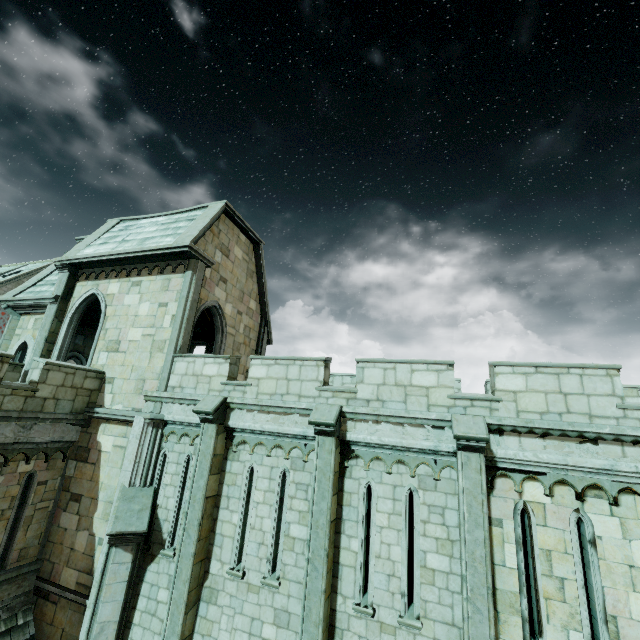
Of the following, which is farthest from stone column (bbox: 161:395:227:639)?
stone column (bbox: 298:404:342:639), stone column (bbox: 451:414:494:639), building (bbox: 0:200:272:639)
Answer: stone column (bbox: 451:414:494:639)

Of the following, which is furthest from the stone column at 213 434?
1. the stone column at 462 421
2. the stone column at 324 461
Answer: the stone column at 462 421

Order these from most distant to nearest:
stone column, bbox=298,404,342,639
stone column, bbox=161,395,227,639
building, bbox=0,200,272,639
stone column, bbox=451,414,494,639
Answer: building, bbox=0,200,272,639, stone column, bbox=161,395,227,639, stone column, bbox=298,404,342,639, stone column, bbox=451,414,494,639

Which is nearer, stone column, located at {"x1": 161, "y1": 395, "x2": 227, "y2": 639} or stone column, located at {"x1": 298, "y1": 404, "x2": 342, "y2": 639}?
stone column, located at {"x1": 298, "y1": 404, "x2": 342, "y2": 639}

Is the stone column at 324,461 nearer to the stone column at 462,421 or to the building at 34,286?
the stone column at 462,421

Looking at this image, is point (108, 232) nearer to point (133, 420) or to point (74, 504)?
point (133, 420)

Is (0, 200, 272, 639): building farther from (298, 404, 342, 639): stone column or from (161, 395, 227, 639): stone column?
(298, 404, 342, 639): stone column

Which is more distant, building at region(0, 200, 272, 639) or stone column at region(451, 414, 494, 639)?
building at region(0, 200, 272, 639)
